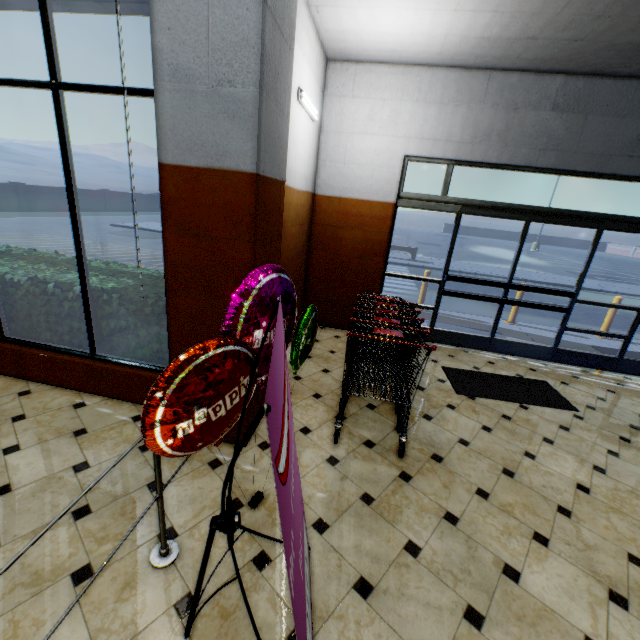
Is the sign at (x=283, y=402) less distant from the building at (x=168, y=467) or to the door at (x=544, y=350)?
the building at (x=168, y=467)

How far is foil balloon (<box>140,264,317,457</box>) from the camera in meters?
1.3

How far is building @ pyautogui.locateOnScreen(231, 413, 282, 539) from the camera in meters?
2.2 m

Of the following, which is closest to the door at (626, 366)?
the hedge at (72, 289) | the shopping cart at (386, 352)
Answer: the shopping cart at (386, 352)

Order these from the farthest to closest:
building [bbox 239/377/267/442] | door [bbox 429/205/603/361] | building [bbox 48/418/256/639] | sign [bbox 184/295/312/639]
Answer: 1. door [bbox 429/205/603/361]
2. building [bbox 239/377/267/442]
3. building [bbox 48/418/256/639]
4. sign [bbox 184/295/312/639]

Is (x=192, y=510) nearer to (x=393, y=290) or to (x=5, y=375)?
(x=5, y=375)

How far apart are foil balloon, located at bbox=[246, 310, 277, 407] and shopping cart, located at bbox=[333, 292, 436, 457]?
0.26m

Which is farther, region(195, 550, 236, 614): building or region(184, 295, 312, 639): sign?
region(195, 550, 236, 614): building
